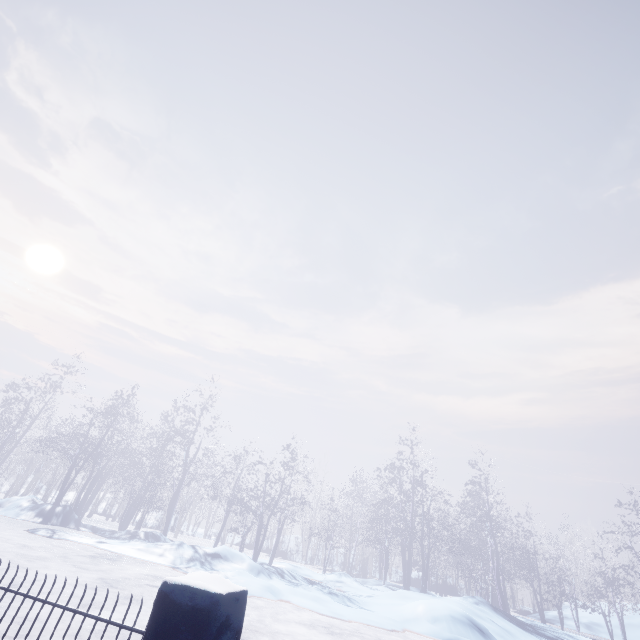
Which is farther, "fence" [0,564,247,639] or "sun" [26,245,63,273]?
"sun" [26,245,63,273]

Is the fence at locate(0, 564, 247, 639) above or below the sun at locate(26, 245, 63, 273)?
below

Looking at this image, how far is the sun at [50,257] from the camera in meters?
46.1 m

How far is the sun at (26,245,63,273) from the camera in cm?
4612

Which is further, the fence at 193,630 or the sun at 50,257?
the sun at 50,257

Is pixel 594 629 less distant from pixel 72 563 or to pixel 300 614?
pixel 300 614
